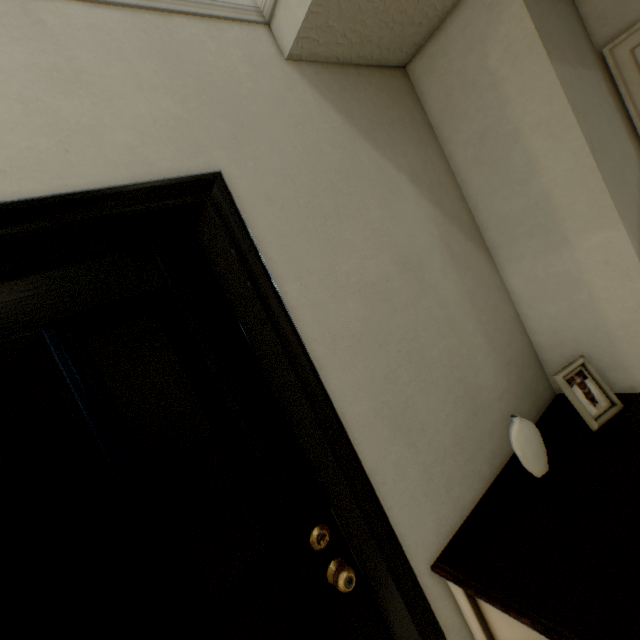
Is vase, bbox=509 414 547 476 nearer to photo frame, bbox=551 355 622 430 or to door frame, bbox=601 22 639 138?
photo frame, bbox=551 355 622 430

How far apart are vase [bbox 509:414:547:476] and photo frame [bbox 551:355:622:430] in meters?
0.2

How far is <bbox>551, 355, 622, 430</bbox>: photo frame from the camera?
1.1 meters

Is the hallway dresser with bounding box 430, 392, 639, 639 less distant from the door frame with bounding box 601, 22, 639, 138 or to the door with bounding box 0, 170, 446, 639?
the door with bounding box 0, 170, 446, 639

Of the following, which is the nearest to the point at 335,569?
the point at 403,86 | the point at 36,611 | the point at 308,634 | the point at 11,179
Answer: the point at 308,634

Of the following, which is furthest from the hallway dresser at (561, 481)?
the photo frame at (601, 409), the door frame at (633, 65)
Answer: the door frame at (633, 65)

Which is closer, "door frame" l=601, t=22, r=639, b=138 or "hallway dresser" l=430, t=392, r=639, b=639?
"hallway dresser" l=430, t=392, r=639, b=639

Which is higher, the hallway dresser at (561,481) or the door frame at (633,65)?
the door frame at (633,65)
